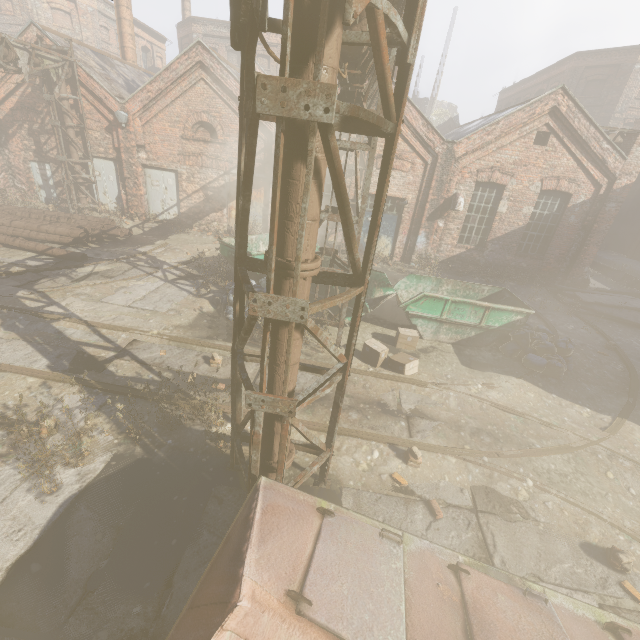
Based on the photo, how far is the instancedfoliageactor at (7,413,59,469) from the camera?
3.8 meters

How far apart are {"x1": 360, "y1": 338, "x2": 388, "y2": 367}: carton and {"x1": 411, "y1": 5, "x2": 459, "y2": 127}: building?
41.57m

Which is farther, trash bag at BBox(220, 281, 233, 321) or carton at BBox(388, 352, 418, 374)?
trash bag at BBox(220, 281, 233, 321)

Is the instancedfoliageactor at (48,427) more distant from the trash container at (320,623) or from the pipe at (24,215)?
the pipe at (24,215)

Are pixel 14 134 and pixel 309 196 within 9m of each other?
no

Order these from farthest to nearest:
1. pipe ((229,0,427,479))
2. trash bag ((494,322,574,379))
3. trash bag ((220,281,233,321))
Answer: trash bag ((220,281,233,321)), trash bag ((494,322,574,379)), pipe ((229,0,427,479))

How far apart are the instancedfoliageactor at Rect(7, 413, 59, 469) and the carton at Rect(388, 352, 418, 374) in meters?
5.6 m

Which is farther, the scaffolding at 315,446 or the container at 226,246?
the container at 226,246
